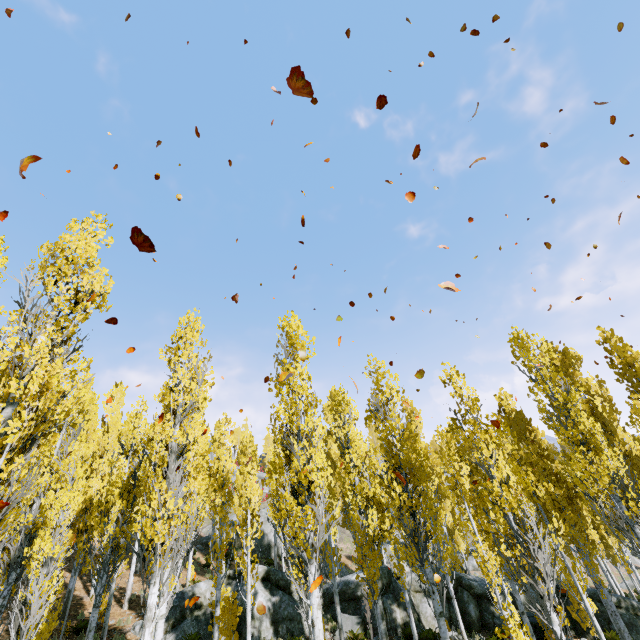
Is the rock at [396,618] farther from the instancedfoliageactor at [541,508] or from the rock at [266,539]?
the rock at [266,539]

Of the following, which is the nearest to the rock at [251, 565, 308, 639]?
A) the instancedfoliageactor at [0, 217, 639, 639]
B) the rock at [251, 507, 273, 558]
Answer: the instancedfoliageactor at [0, 217, 639, 639]

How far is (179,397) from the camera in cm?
976

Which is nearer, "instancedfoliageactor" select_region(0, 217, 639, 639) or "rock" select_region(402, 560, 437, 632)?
"instancedfoliageactor" select_region(0, 217, 639, 639)

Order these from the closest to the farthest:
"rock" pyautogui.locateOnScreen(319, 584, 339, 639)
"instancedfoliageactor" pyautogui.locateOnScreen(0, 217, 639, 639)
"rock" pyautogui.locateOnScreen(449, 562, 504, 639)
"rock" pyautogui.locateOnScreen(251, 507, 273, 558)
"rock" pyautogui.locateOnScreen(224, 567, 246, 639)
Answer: "instancedfoliageactor" pyautogui.locateOnScreen(0, 217, 639, 639)
"rock" pyautogui.locateOnScreen(224, 567, 246, 639)
"rock" pyautogui.locateOnScreen(319, 584, 339, 639)
"rock" pyautogui.locateOnScreen(449, 562, 504, 639)
"rock" pyautogui.locateOnScreen(251, 507, 273, 558)

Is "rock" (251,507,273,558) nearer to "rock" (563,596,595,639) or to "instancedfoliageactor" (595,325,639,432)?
"instancedfoliageactor" (595,325,639,432)

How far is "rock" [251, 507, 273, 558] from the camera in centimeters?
2902cm
